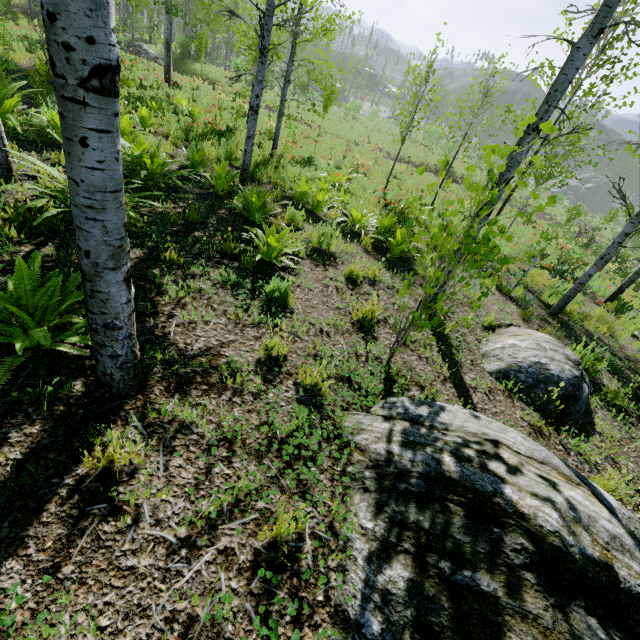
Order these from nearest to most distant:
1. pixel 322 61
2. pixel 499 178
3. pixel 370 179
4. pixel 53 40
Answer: pixel 53 40 < pixel 499 178 < pixel 322 61 < pixel 370 179

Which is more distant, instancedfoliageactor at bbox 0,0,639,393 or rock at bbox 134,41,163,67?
rock at bbox 134,41,163,67

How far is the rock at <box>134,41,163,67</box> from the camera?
17.97m

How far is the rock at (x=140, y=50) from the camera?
18.0 meters

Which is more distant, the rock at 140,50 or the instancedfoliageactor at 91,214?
the rock at 140,50
